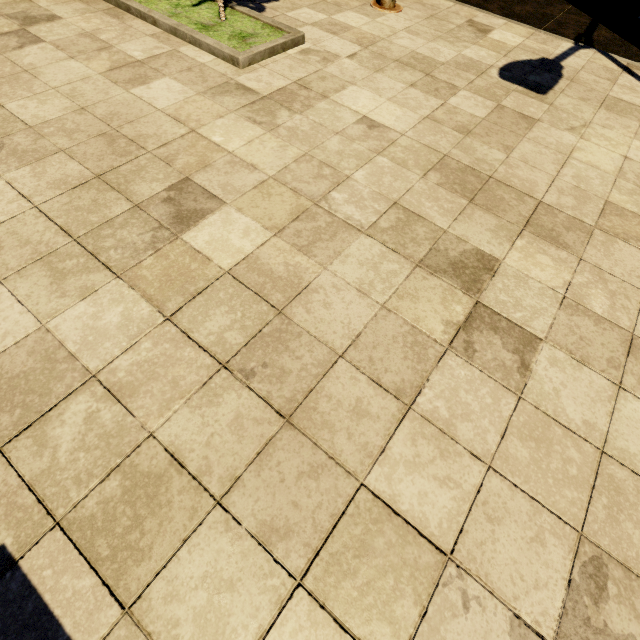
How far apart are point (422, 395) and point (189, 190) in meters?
2.0

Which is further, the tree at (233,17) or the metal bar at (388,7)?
the metal bar at (388,7)

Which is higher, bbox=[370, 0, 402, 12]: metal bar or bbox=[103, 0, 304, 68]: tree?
bbox=[103, 0, 304, 68]: tree

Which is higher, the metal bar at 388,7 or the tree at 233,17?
the tree at 233,17

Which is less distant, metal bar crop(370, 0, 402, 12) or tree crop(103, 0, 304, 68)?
tree crop(103, 0, 304, 68)
